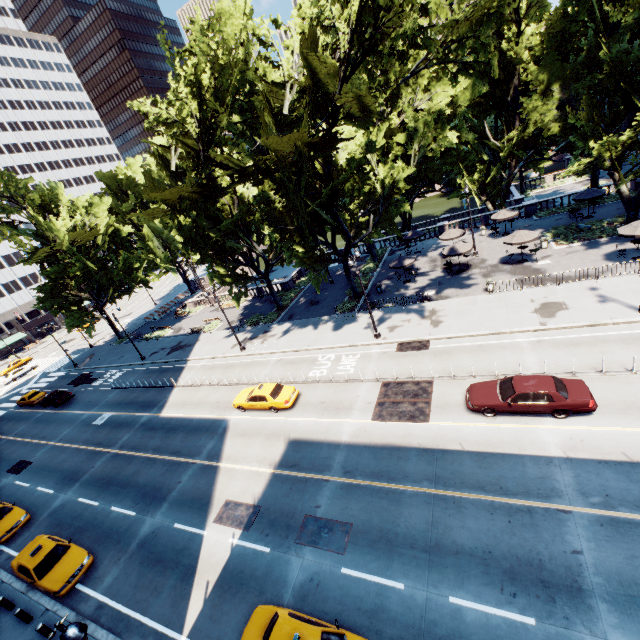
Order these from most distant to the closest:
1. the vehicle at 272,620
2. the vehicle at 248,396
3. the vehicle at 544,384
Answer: the vehicle at 248,396 < the vehicle at 544,384 < the vehicle at 272,620

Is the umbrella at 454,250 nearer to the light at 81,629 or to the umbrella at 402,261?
the umbrella at 402,261

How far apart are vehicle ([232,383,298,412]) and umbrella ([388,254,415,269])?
17.00m

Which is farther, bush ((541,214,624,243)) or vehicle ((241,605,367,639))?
bush ((541,214,624,243))

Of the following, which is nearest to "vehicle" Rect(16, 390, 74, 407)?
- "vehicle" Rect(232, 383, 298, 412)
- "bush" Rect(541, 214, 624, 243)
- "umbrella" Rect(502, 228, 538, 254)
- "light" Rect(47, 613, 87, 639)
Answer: "vehicle" Rect(232, 383, 298, 412)

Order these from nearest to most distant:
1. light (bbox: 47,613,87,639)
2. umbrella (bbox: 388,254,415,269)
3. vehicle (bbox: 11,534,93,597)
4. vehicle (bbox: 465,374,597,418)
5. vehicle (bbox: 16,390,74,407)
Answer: light (bbox: 47,613,87,639)
vehicle (bbox: 465,374,597,418)
vehicle (bbox: 11,534,93,597)
umbrella (bbox: 388,254,415,269)
vehicle (bbox: 16,390,74,407)

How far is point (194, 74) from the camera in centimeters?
1769cm

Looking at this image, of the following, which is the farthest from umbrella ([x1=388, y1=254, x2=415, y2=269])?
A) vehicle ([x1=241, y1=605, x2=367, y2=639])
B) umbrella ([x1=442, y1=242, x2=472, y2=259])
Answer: vehicle ([x1=241, y1=605, x2=367, y2=639])
